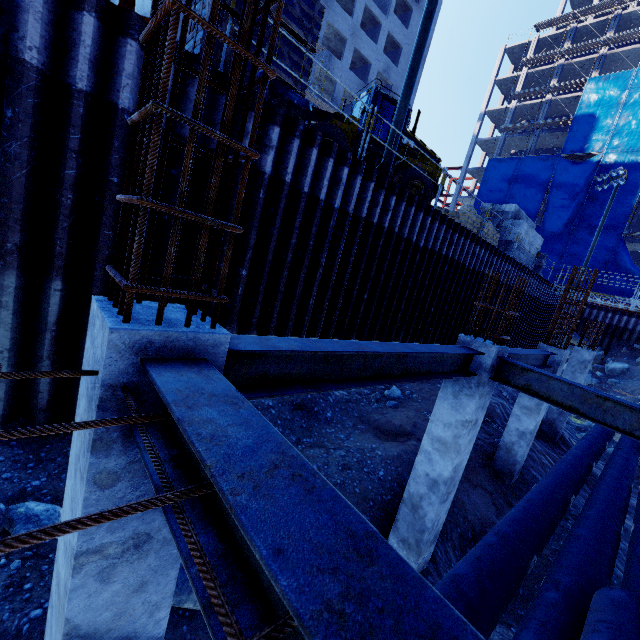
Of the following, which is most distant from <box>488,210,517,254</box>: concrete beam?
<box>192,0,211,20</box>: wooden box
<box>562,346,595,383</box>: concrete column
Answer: <box>192,0,211,20</box>: wooden box

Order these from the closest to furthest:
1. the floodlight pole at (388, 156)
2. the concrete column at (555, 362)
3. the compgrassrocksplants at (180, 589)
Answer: the compgrassrocksplants at (180, 589) → the concrete column at (555, 362) → the floodlight pole at (388, 156)

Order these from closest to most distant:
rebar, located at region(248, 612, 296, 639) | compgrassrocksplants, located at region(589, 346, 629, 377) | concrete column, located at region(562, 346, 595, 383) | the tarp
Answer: rebar, located at region(248, 612, 296, 639) < concrete column, located at region(562, 346, 595, 383) < compgrassrocksplants, located at region(589, 346, 629, 377) < the tarp

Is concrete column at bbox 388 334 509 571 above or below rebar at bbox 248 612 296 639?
below

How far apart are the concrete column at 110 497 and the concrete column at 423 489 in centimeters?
434cm

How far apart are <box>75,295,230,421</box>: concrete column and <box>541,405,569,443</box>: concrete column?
14.3 meters

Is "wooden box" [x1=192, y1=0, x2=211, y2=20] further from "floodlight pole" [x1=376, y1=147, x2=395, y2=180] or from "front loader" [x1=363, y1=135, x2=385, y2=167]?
"floodlight pole" [x1=376, y1=147, x2=395, y2=180]

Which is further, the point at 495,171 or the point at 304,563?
the point at 495,171
